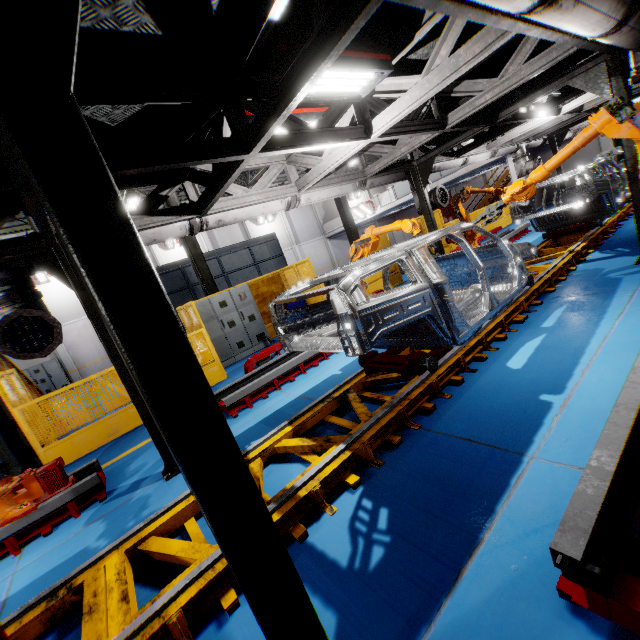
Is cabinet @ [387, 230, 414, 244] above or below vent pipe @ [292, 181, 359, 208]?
below

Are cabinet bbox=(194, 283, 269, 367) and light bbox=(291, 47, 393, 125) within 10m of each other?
yes

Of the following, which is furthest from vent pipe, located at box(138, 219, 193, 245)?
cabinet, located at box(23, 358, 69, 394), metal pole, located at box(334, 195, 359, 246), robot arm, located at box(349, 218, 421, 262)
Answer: cabinet, located at box(23, 358, 69, 394)

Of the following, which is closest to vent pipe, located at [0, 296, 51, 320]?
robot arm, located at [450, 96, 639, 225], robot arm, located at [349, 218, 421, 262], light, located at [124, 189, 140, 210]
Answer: robot arm, located at [349, 218, 421, 262]

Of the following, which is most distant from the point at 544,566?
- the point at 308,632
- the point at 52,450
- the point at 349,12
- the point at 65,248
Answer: the point at 52,450

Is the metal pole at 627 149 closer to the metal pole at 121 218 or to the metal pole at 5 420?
the metal pole at 121 218

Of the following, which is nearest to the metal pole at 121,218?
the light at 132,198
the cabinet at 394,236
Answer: the cabinet at 394,236

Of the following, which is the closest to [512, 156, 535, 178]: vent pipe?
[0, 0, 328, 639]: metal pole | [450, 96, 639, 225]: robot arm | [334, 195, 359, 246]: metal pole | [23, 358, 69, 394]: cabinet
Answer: [450, 96, 639, 225]: robot arm
